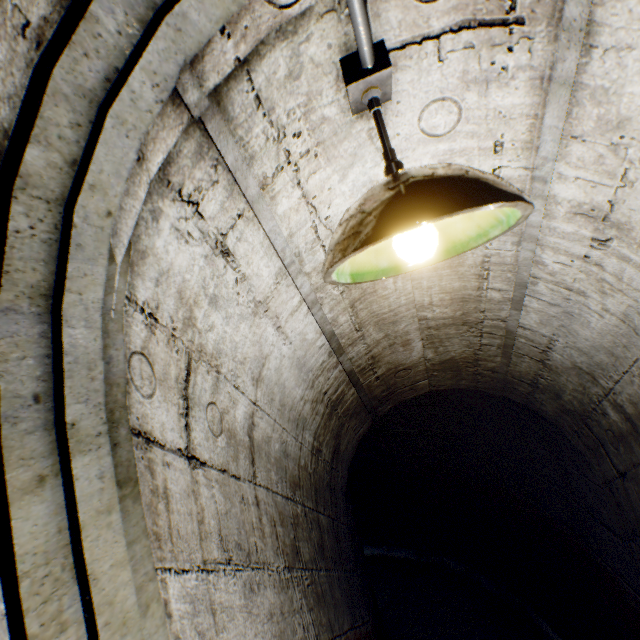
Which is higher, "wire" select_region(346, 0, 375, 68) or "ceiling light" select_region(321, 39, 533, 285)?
"wire" select_region(346, 0, 375, 68)

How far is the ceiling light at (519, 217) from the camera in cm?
56

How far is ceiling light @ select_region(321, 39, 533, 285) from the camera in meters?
0.6

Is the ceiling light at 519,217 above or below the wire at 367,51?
below

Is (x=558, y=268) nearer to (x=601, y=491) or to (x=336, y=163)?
(x=336, y=163)
